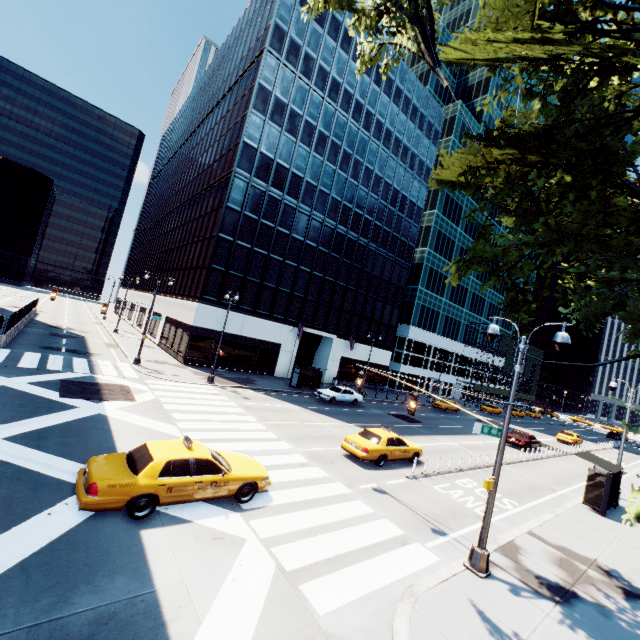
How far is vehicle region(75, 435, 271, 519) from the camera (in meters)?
7.72

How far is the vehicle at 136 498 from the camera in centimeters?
772cm

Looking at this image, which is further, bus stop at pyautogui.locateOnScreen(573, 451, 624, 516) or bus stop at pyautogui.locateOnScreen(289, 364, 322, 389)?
bus stop at pyautogui.locateOnScreen(289, 364, 322, 389)

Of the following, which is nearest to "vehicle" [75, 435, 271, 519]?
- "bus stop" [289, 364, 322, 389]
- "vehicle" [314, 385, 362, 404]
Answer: "vehicle" [314, 385, 362, 404]

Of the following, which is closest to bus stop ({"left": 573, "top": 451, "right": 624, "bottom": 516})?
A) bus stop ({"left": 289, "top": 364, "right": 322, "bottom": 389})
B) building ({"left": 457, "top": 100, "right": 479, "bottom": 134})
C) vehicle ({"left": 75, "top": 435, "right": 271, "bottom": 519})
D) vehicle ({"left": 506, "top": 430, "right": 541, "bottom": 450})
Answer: vehicle ({"left": 506, "top": 430, "right": 541, "bottom": 450})

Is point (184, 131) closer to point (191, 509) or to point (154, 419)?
point (154, 419)

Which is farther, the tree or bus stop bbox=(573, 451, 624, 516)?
bus stop bbox=(573, 451, 624, 516)

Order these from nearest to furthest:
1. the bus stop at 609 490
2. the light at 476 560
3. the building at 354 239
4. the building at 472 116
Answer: the light at 476 560 → the bus stop at 609 490 → the building at 354 239 → the building at 472 116
